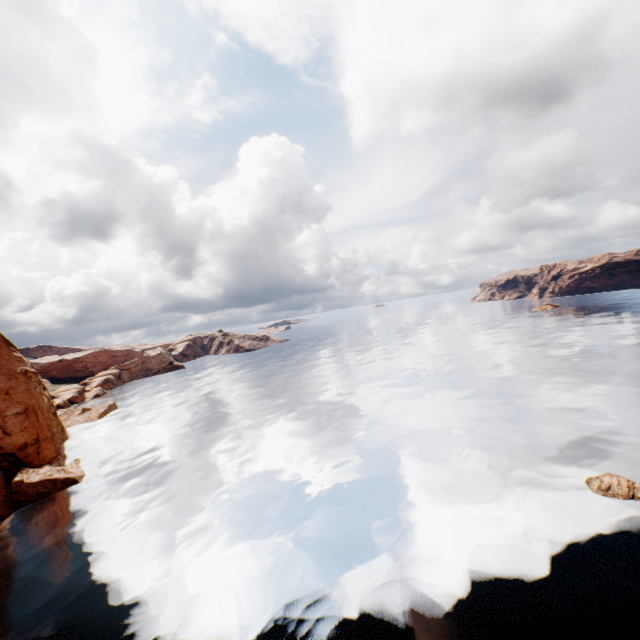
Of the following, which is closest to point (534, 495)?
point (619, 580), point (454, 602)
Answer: point (619, 580)

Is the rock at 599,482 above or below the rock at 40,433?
below

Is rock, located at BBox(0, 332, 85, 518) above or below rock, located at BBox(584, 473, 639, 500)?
above

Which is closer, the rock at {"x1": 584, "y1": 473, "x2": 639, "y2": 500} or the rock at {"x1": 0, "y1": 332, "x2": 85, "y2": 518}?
the rock at {"x1": 584, "y1": 473, "x2": 639, "y2": 500}

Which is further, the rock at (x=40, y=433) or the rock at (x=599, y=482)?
the rock at (x=40, y=433)
